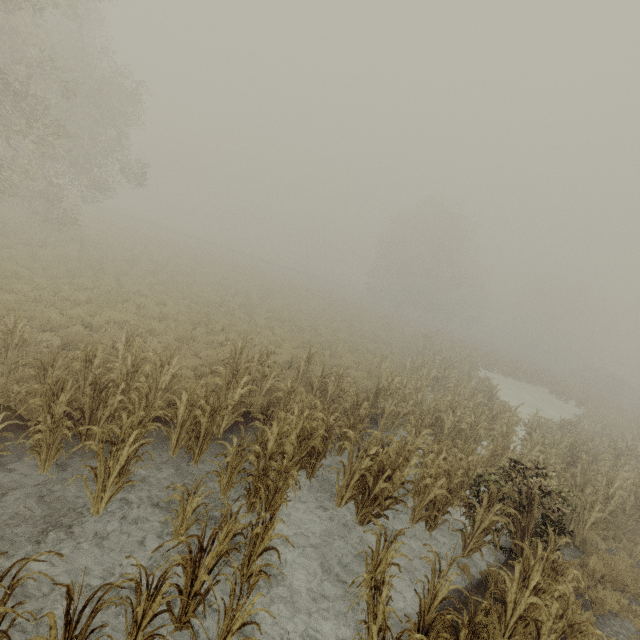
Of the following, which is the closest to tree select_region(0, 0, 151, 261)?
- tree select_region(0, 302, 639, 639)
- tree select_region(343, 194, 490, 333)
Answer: tree select_region(0, 302, 639, 639)

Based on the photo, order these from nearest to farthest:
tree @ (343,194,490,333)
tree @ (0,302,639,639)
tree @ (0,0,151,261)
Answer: tree @ (0,302,639,639), tree @ (0,0,151,261), tree @ (343,194,490,333)

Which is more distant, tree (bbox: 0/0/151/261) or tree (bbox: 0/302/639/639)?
tree (bbox: 0/0/151/261)

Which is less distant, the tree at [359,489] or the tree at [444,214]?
the tree at [359,489]

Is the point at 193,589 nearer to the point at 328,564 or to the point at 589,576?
the point at 328,564

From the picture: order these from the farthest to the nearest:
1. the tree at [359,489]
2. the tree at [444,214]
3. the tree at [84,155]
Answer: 1. the tree at [444,214]
2. the tree at [84,155]
3. the tree at [359,489]

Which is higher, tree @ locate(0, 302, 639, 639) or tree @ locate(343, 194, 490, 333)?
tree @ locate(343, 194, 490, 333)

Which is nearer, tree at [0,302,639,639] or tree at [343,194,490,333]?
tree at [0,302,639,639]
